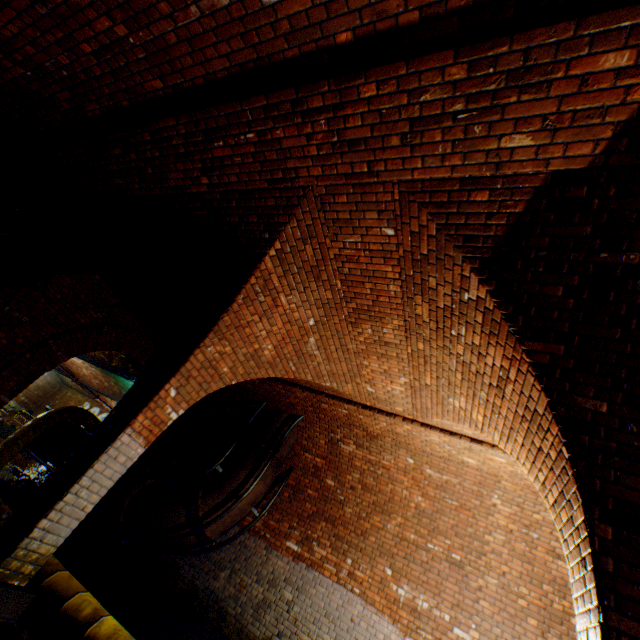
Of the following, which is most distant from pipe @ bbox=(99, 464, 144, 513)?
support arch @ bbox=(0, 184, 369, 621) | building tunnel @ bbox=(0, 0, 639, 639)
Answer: support arch @ bbox=(0, 184, 369, 621)

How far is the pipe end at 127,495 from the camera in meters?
7.0

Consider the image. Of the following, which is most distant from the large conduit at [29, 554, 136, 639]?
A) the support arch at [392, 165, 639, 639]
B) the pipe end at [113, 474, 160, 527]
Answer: the pipe end at [113, 474, 160, 527]

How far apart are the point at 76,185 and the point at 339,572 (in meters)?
→ 8.58

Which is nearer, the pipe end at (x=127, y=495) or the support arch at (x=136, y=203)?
the support arch at (x=136, y=203)

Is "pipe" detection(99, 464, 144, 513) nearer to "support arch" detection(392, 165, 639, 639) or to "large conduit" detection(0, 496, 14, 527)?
"large conduit" detection(0, 496, 14, 527)

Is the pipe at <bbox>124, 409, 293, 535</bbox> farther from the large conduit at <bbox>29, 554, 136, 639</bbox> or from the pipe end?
the large conduit at <bbox>29, 554, 136, 639</bbox>

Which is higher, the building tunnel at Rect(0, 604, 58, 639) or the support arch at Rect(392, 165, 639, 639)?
the support arch at Rect(392, 165, 639, 639)
